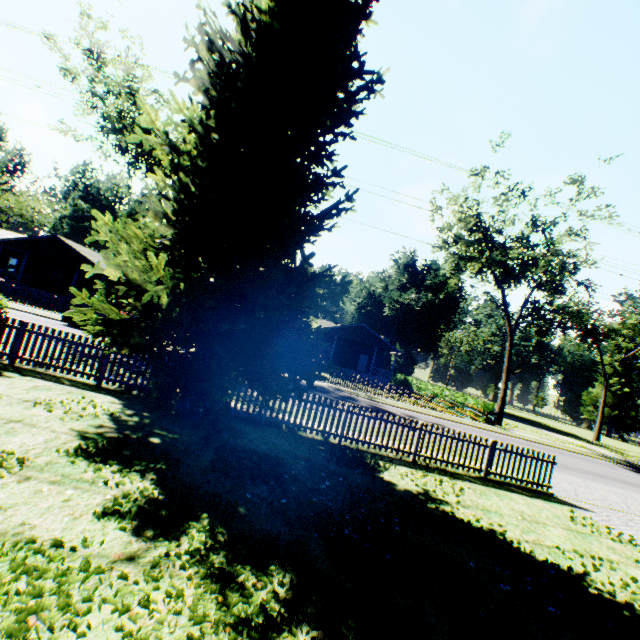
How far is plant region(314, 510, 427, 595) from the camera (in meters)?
4.35

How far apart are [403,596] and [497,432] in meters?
23.4

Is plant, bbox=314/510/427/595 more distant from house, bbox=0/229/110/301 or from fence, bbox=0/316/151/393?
house, bbox=0/229/110/301

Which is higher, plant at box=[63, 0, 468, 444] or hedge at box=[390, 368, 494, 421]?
plant at box=[63, 0, 468, 444]

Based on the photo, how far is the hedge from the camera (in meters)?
27.34

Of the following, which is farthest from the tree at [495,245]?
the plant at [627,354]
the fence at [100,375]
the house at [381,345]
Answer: the plant at [627,354]

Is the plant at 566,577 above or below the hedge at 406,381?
below

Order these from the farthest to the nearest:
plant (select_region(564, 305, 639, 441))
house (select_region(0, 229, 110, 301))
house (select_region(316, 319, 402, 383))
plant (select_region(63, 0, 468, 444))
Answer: plant (select_region(564, 305, 639, 441)) < house (select_region(316, 319, 402, 383)) < house (select_region(0, 229, 110, 301)) < plant (select_region(63, 0, 468, 444))
